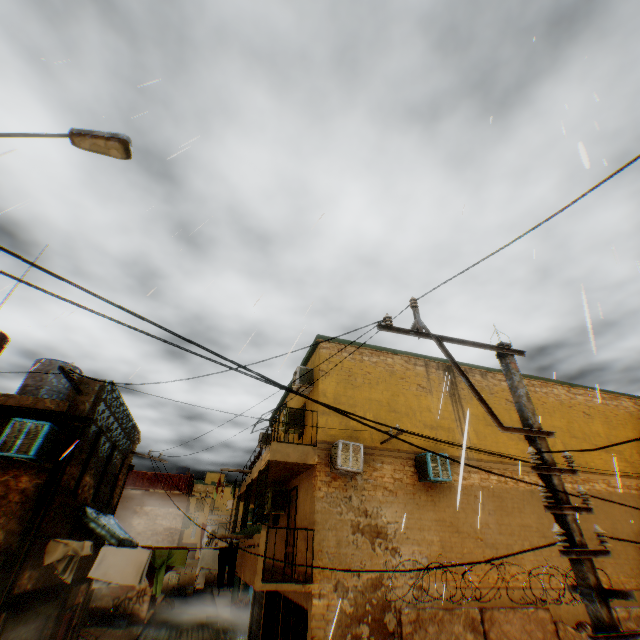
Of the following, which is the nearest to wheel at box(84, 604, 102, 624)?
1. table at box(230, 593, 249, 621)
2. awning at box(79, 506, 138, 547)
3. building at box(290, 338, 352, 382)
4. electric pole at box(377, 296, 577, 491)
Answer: building at box(290, 338, 352, 382)

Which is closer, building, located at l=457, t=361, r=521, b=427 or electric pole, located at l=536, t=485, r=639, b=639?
electric pole, located at l=536, t=485, r=639, b=639

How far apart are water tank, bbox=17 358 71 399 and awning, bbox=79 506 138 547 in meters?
4.0

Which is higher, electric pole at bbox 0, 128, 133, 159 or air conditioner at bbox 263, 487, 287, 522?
electric pole at bbox 0, 128, 133, 159

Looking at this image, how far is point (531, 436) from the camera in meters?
4.4

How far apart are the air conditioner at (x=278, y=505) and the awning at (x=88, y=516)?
4.16m

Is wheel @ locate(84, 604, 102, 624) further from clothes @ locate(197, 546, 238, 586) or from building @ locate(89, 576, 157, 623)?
clothes @ locate(197, 546, 238, 586)

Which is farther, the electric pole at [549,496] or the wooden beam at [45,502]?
the wooden beam at [45,502]
